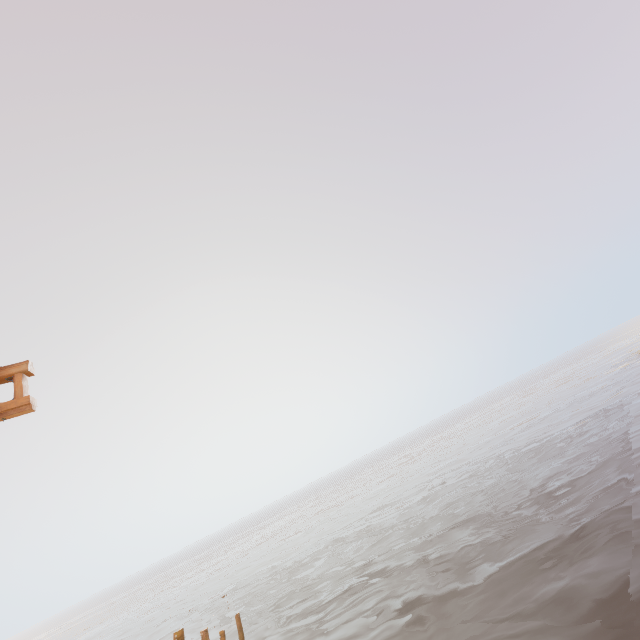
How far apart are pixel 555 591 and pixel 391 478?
44.9 meters
